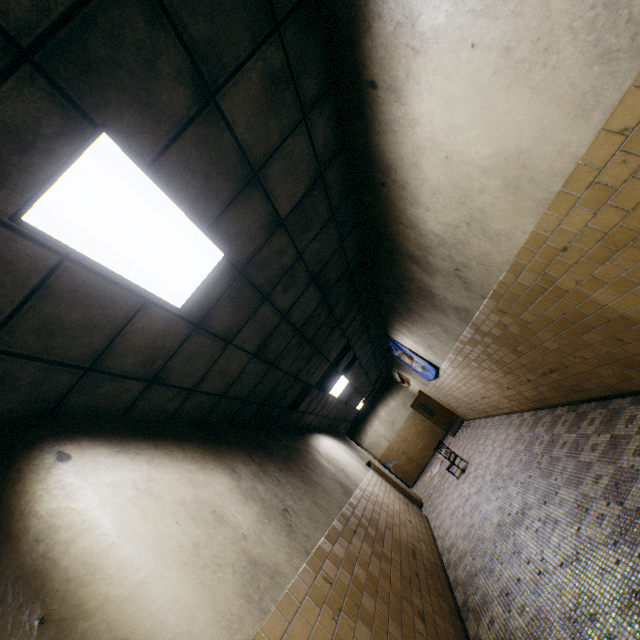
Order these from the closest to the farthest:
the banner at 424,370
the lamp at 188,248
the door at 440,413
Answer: the lamp at 188,248 < the banner at 424,370 < the door at 440,413

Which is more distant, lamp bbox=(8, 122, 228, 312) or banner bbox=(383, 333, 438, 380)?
banner bbox=(383, 333, 438, 380)

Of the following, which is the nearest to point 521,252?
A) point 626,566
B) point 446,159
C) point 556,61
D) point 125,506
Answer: point 446,159

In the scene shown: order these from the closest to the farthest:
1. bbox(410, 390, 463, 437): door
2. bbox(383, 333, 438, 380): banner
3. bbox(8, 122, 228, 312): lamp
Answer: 1. bbox(8, 122, 228, 312): lamp
2. bbox(383, 333, 438, 380): banner
3. bbox(410, 390, 463, 437): door

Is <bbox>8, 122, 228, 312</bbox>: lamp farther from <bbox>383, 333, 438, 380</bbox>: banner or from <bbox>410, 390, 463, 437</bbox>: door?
<bbox>410, 390, 463, 437</bbox>: door

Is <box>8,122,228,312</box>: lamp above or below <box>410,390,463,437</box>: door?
above

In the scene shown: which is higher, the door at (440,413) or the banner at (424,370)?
the banner at (424,370)

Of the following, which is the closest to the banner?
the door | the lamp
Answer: the door
